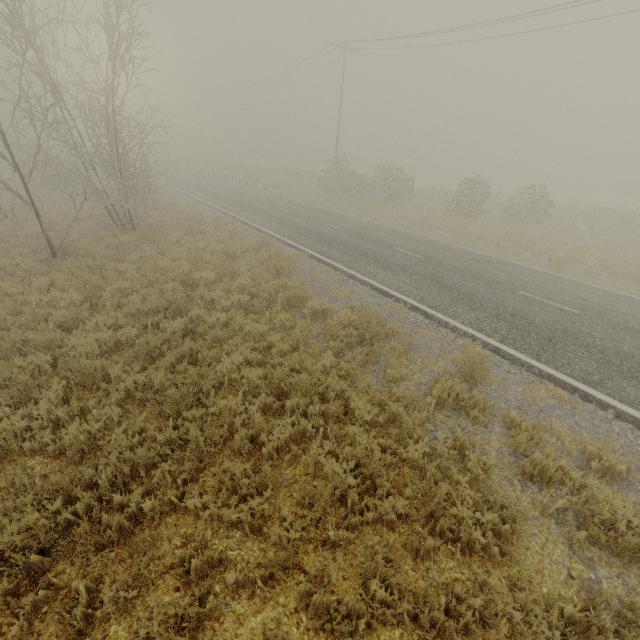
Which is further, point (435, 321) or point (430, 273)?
point (430, 273)
